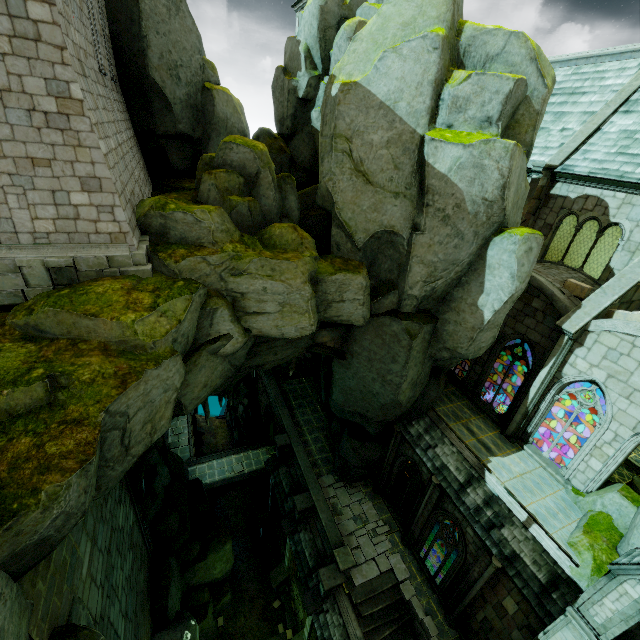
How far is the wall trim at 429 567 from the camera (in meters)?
15.96

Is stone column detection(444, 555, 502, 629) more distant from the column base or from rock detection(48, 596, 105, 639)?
rock detection(48, 596, 105, 639)

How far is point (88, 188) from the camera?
8.6 meters

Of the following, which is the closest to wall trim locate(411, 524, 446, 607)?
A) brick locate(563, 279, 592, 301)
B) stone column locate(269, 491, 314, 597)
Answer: stone column locate(269, 491, 314, 597)

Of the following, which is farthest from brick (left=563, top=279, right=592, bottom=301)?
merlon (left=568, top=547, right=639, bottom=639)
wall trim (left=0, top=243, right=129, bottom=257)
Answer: wall trim (left=0, top=243, right=129, bottom=257)

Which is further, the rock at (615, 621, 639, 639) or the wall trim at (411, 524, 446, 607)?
the wall trim at (411, 524, 446, 607)

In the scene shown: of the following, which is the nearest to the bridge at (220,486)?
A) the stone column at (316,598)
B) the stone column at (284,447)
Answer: the stone column at (284,447)

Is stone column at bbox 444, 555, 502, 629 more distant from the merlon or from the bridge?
the bridge
